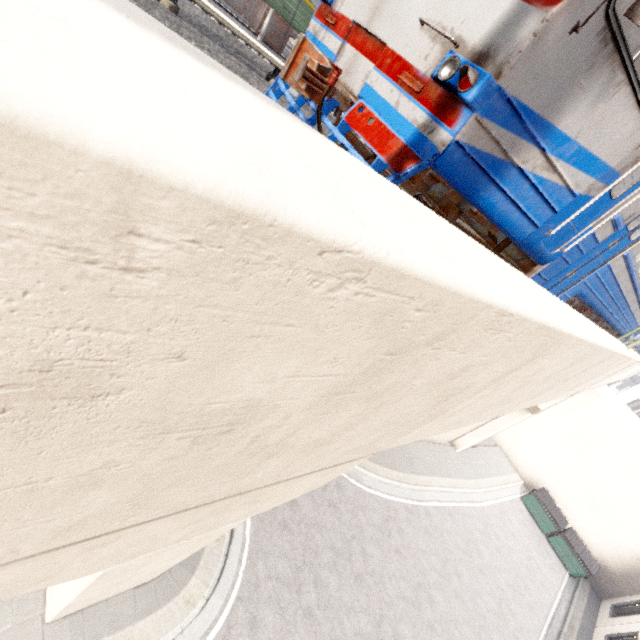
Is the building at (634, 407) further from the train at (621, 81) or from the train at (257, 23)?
the train at (257, 23)

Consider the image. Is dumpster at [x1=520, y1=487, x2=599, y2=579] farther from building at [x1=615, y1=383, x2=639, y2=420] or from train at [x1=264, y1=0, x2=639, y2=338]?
building at [x1=615, y1=383, x2=639, y2=420]

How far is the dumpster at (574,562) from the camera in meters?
18.0 m

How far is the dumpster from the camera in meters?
18.0

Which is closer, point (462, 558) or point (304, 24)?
point (304, 24)

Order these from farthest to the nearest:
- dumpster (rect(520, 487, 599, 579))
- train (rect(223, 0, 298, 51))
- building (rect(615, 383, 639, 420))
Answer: building (rect(615, 383, 639, 420)) → dumpster (rect(520, 487, 599, 579)) → train (rect(223, 0, 298, 51))

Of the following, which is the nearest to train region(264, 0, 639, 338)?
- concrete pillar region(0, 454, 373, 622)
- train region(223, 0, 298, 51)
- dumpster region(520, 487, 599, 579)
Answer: concrete pillar region(0, 454, 373, 622)

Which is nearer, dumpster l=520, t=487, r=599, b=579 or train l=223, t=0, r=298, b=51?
train l=223, t=0, r=298, b=51
